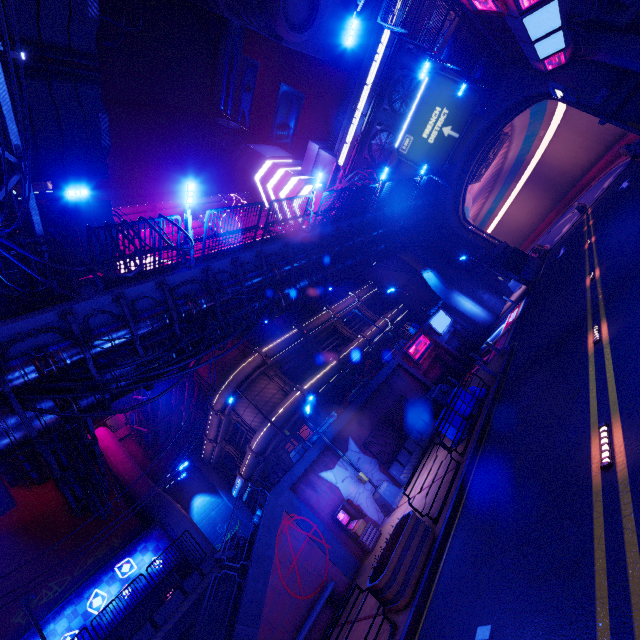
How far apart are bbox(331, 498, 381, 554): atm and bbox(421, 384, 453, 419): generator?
8.01m

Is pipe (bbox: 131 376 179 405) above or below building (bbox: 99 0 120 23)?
below

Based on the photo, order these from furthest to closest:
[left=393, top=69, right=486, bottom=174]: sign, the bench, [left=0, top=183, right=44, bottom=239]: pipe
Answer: [left=393, top=69, right=486, bottom=174]: sign < the bench < [left=0, top=183, right=44, bottom=239]: pipe

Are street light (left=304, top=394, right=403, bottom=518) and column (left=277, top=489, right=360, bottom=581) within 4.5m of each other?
yes

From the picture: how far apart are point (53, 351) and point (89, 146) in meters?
9.3 m

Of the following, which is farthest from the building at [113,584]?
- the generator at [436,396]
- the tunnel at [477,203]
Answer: the tunnel at [477,203]

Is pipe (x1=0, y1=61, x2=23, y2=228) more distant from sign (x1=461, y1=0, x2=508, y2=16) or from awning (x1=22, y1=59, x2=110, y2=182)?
sign (x1=461, y1=0, x2=508, y2=16)

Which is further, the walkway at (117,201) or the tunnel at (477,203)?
the walkway at (117,201)
